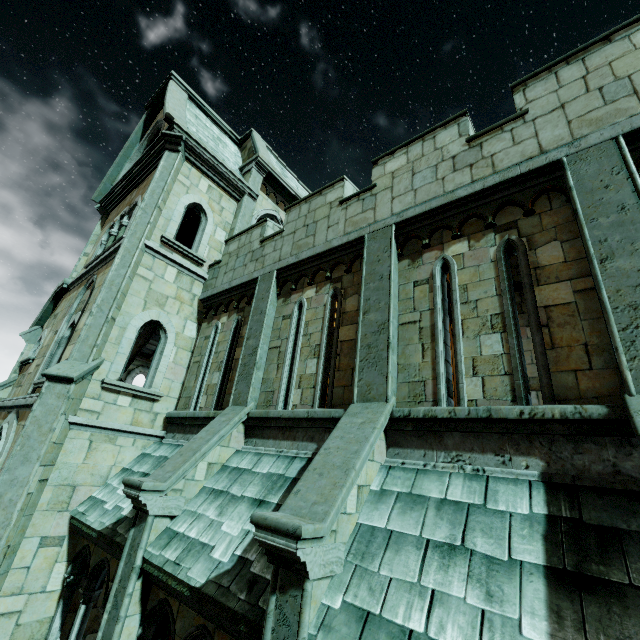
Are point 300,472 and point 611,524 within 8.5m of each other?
yes
